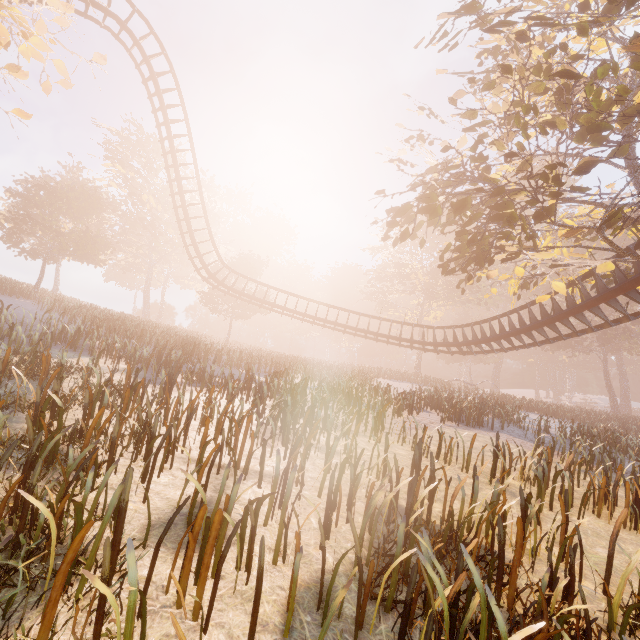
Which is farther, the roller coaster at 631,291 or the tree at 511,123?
the roller coaster at 631,291

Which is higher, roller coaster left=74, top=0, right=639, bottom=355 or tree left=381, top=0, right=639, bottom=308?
tree left=381, top=0, right=639, bottom=308

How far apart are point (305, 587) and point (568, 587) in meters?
3.4

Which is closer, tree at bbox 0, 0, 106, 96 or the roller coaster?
tree at bbox 0, 0, 106, 96
